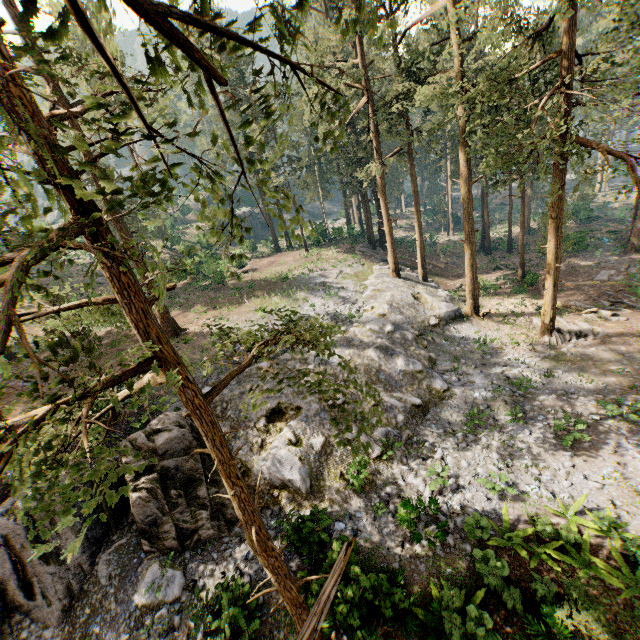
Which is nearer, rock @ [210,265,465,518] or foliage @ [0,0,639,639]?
foliage @ [0,0,639,639]

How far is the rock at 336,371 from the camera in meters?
17.8

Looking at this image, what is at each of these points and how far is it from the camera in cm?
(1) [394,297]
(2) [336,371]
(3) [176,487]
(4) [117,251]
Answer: (1) rock, 2553
(2) rock, 1811
(3) rock, 1325
(4) foliage, 274

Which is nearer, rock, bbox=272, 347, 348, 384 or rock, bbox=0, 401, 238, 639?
rock, bbox=0, 401, 238, 639

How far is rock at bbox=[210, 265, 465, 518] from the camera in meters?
14.0 m
